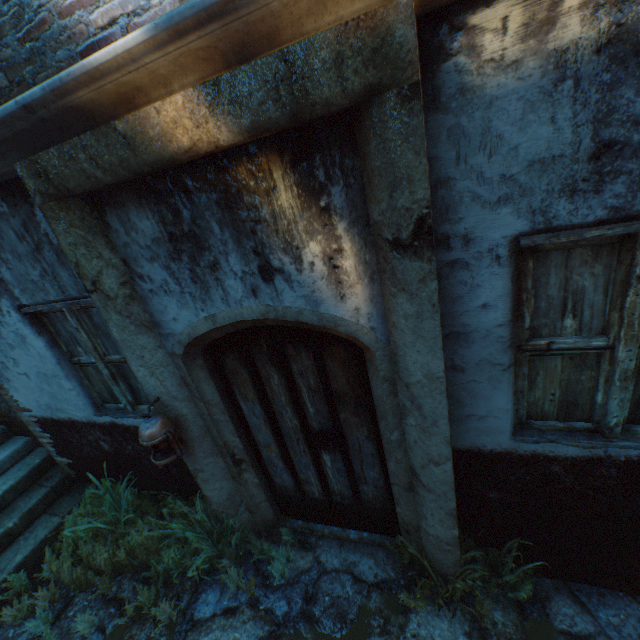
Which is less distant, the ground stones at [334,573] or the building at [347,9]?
the building at [347,9]

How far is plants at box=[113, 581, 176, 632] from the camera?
2.84m

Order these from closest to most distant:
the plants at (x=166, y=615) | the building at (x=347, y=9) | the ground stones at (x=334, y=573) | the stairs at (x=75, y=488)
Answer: the building at (x=347, y=9), the ground stones at (x=334, y=573), the plants at (x=166, y=615), the stairs at (x=75, y=488)

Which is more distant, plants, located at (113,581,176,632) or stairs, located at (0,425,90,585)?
stairs, located at (0,425,90,585)

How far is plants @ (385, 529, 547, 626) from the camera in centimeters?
236cm

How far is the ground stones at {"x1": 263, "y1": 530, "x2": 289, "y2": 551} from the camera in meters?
3.3 m

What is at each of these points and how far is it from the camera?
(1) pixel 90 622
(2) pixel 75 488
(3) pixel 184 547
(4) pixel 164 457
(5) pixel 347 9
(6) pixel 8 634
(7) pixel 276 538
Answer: (1) plants, 2.98m
(2) stairs, 4.44m
(3) plants, 3.28m
(4) lantern, 2.55m
(5) building, 1.22m
(6) ground stones, 3.11m
(7) ground stones, 3.35m

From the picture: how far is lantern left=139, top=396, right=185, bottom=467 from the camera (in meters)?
2.41
